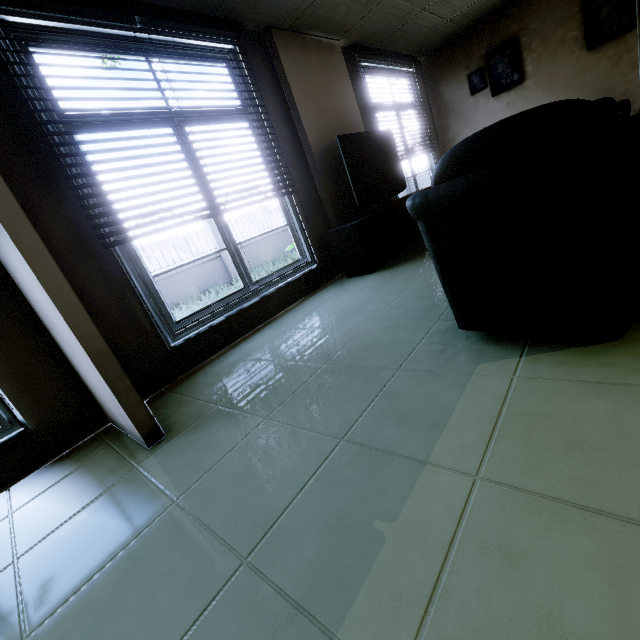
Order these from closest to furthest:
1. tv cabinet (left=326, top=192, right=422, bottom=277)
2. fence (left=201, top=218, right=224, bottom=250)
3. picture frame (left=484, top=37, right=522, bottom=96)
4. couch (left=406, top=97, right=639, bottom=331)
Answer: couch (left=406, top=97, right=639, bottom=331)
tv cabinet (left=326, top=192, right=422, bottom=277)
picture frame (left=484, top=37, right=522, bottom=96)
fence (left=201, top=218, right=224, bottom=250)

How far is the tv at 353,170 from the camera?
3.78m

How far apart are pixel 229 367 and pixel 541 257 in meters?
2.1 m

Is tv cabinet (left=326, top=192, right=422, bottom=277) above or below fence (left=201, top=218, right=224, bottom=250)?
below

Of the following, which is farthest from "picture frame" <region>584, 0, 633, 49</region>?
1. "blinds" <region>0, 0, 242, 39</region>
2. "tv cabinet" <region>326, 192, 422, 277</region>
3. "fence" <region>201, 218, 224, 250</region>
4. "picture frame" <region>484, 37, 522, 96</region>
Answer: "fence" <region>201, 218, 224, 250</region>

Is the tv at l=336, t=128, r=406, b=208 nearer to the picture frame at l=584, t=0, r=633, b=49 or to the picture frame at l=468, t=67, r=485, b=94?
the picture frame at l=468, t=67, r=485, b=94

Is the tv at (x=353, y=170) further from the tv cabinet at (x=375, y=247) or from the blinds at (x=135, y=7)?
the blinds at (x=135, y=7)

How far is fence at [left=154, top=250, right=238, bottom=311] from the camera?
8.77m
